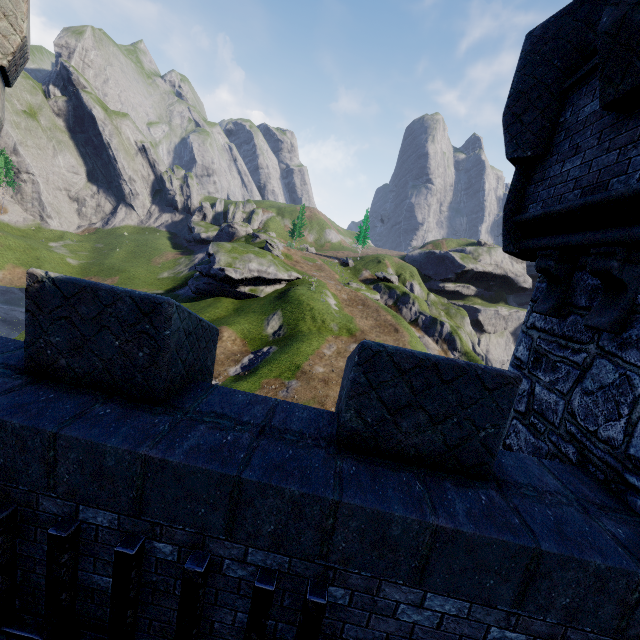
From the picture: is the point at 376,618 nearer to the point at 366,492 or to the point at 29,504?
the point at 366,492

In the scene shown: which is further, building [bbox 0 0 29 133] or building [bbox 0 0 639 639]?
building [bbox 0 0 29 133]

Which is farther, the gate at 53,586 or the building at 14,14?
the building at 14,14

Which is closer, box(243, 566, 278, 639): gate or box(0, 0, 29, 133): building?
box(243, 566, 278, 639): gate

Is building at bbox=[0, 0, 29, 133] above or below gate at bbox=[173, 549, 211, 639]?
above

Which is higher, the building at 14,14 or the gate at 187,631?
the building at 14,14
